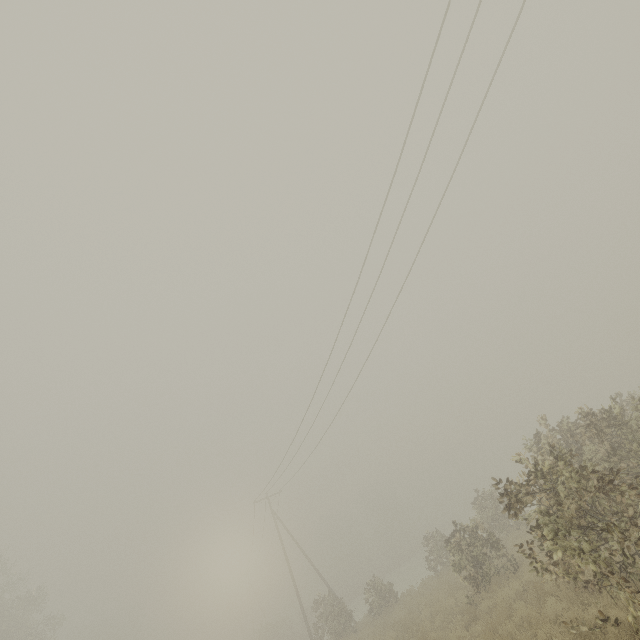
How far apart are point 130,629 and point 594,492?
79.81m
